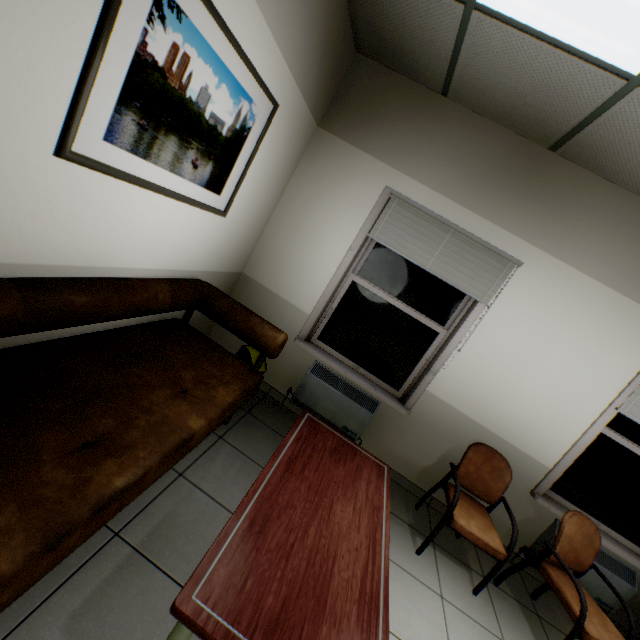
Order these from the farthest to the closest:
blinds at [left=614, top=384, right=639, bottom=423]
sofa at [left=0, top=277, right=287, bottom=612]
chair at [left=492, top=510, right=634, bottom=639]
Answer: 1. blinds at [left=614, top=384, right=639, bottom=423]
2. chair at [left=492, top=510, right=634, bottom=639]
3. sofa at [left=0, top=277, right=287, bottom=612]

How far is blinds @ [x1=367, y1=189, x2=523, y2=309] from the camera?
2.84m

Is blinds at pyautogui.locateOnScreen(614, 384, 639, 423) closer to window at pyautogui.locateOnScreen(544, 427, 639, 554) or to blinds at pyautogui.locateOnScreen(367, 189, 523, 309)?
window at pyautogui.locateOnScreen(544, 427, 639, 554)

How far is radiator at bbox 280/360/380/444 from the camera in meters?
3.2

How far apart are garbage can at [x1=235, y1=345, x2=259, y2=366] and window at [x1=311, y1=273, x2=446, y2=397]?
0.6 meters

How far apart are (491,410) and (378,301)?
1.5m

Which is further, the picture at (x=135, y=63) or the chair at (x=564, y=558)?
the chair at (x=564, y=558)

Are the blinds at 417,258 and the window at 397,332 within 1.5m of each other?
yes
